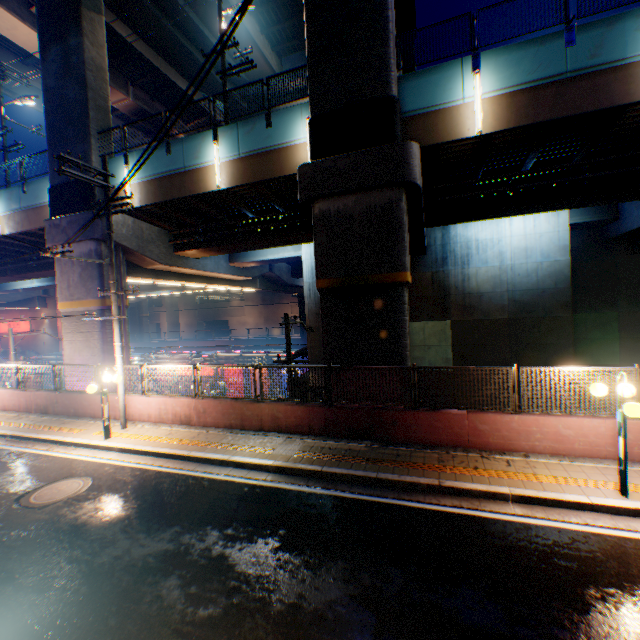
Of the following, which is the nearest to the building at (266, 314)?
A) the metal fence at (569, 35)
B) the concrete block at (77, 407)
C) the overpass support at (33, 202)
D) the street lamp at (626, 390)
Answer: the overpass support at (33, 202)

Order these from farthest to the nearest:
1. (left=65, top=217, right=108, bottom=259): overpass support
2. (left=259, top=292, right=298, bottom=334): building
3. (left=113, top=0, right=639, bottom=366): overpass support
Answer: (left=259, top=292, right=298, bottom=334): building
(left=65, top=217, right=108, bottom=259): overpass support
(left=113, top=0, right=639, bottom=366): overpass support

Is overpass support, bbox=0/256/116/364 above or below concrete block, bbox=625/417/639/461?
above

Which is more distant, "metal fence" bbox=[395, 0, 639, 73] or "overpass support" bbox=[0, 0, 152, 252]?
"overpass support" bbox=[0, 0, 152, 252]

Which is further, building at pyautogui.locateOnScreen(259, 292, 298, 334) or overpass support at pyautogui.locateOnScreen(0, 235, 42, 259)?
building at pyautogui.locateOnScreen(259, 292, 298, 334)

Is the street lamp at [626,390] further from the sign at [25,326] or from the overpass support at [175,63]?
the sign at [25,326]

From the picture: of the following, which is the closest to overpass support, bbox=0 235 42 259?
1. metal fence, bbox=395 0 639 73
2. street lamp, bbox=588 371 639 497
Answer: metal fence, bbox=395 0 639 73

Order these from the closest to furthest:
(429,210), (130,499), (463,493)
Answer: (463,493)
(130,499)
(429,210)
